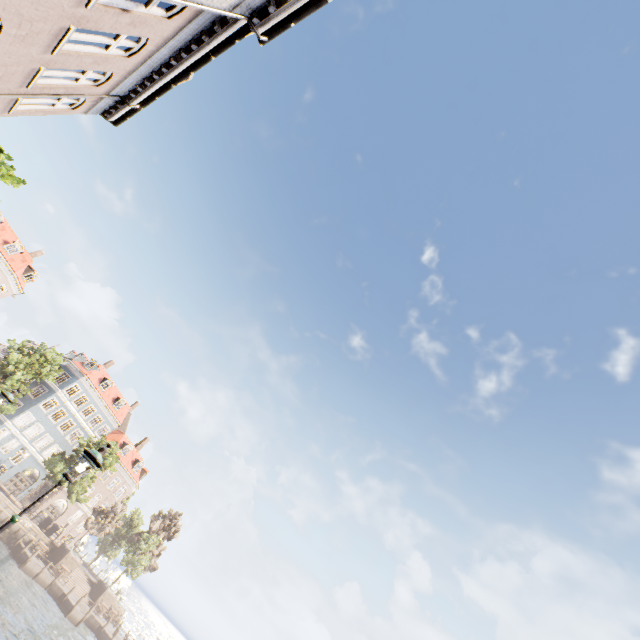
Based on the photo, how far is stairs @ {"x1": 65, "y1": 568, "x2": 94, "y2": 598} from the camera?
37.38m

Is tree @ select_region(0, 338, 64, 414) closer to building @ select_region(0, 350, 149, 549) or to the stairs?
building @ select_region(0, 350, 149, 549)

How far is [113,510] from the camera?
40.6m

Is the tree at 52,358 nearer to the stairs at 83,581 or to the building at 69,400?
the building at 69,400

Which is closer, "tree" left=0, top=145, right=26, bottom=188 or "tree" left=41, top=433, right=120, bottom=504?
"tree" left=0, top=145, right=26, bottom=188

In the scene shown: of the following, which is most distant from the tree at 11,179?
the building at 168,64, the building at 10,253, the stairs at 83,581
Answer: the stairs at 83,581

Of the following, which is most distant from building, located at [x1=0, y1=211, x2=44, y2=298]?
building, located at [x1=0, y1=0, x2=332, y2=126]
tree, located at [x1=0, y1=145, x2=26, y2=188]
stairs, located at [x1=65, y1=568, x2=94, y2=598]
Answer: building, located at [x1=0, y1=0, x2=332, y2=126]

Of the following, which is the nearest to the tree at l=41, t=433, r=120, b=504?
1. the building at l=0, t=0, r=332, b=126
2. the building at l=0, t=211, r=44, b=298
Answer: → the building at l=0, t=0, r=332, b=126
